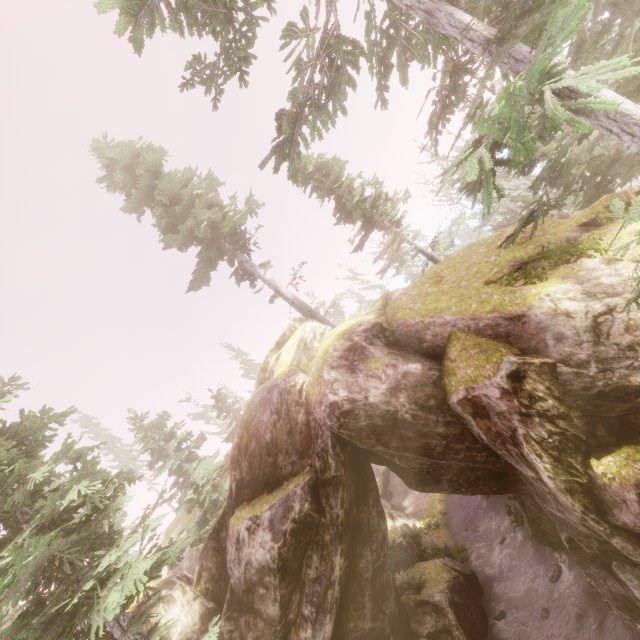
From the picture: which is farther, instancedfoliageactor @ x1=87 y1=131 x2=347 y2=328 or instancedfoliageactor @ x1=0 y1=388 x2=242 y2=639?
instancedfoliageactor @ x1=87 y1=131 x2=347 y2=328

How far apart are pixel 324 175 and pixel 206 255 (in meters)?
8.60

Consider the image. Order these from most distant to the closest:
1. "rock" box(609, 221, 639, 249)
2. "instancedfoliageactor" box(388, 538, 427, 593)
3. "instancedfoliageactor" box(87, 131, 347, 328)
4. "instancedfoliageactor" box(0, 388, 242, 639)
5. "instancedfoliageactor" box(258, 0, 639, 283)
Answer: "instancedfoliageactor" box(87, 131, 347, 328) < "instancedfoliageactor" box(388, 538, 427, 593) < "rock" box(609, 221, 639, 249) < "instancedfoliageactor" box(0, 388, 242, 639) < "instancedfoliageactor" box(258, 0, 639, 283)

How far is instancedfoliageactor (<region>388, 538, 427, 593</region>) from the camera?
16.9 meters

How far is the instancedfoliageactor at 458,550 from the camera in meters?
22.3

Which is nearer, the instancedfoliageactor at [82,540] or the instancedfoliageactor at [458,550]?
the instancedfoliageactor at [82,540]

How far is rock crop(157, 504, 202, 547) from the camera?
26.6m
